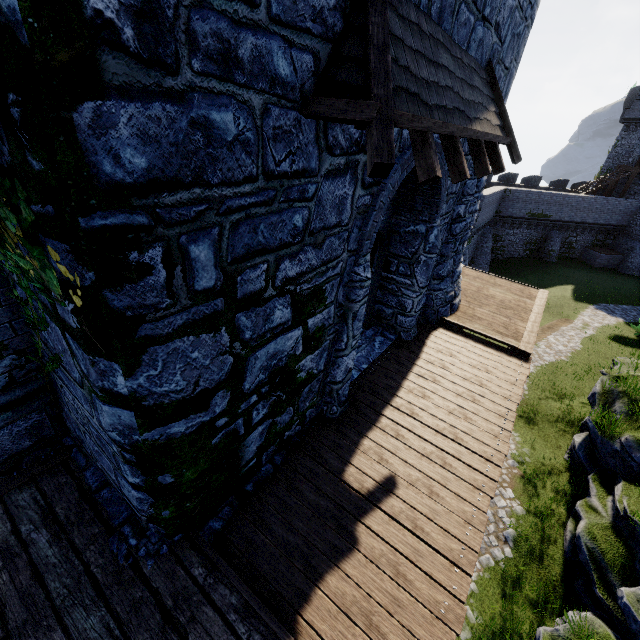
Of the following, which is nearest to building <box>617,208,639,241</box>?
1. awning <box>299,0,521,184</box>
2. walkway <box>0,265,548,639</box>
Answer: walkway <box>0,265,548,639</box>

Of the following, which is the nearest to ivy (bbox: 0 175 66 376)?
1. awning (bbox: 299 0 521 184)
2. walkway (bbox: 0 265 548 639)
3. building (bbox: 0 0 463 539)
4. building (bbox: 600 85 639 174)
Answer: building (bbox: 0 0 463 539)

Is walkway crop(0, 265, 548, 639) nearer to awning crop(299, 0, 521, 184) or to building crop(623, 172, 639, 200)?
awning crop(299, 0, 521, 184)

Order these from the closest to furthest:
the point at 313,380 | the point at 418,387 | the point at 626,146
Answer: the point at 313,380 < the point at 418,387 < the point at 626,146

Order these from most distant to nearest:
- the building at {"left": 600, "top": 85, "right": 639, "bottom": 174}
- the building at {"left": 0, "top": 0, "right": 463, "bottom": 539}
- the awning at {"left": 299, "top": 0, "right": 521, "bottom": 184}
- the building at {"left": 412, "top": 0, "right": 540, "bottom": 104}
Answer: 1. the building at {"left": 600, "top": 85, "right": 639, "bottom": 174}
2. the building at {"left": 412, "top": 0, "right": 540, "bottom": 104}
3. the awning at {"left": 299, "top": 0, "right": 521, "bottom": 184}
4. the building at {"left": 0, "top": 0, "right": 463, "bottom": 539}

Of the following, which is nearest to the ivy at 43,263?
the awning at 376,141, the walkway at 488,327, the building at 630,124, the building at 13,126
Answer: the building at 13,126

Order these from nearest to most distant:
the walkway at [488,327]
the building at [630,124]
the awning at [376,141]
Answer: the awning at [376,141], the walkway at [488,327], the building at [630,124]

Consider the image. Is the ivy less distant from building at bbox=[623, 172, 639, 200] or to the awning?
the awning
